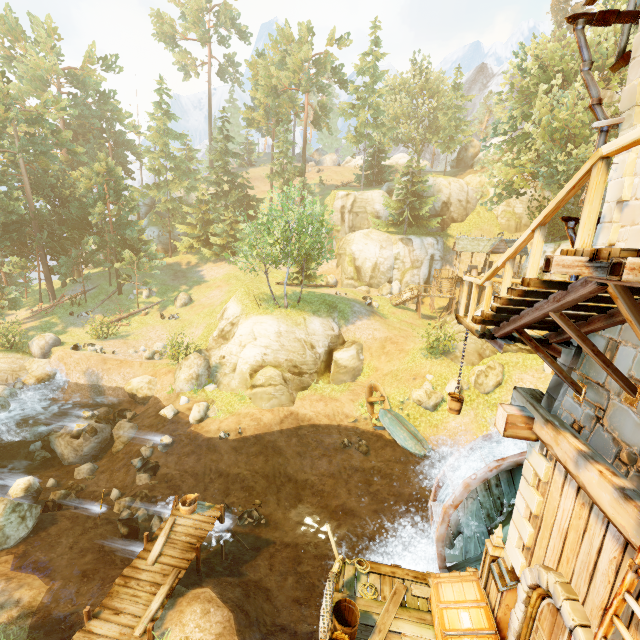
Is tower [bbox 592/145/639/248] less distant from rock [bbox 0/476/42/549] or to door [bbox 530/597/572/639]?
door [bbox 530/597/572/639]

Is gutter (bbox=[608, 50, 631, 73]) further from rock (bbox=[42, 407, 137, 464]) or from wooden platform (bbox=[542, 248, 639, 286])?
rock (bbox=[42, 407, 137, 464])

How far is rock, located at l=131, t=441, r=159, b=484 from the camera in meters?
16.4 m

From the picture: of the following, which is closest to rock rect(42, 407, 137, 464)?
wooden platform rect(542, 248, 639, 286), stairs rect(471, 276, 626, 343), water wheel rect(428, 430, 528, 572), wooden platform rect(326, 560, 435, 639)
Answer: wooden platform rect(326, 560, 435, 639)

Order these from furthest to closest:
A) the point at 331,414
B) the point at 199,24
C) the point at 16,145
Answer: the point at 199,24 → the point at 16,145 → the point at 331,414

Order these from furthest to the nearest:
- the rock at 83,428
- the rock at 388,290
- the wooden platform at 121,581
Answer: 1. the rock at 388,290
2. the rock at 83,428
3. the wooden platform at 121,581

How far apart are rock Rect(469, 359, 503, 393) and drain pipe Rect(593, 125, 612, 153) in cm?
1606

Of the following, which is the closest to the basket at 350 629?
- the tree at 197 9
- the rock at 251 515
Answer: the rock at 251 515
